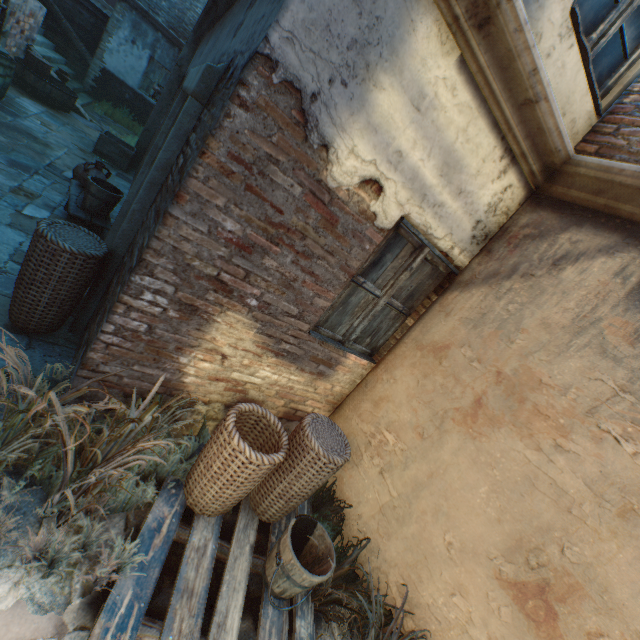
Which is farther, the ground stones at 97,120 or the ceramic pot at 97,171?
the ground stones at 97,120

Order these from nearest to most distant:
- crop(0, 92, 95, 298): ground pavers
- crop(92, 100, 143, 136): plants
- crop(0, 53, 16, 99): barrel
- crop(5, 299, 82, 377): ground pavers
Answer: crop(5, 299, 82, 377): ground pavers, crop(0, 92, 95, 298): ground pavers, crop(0, 53, 16, 99): barrel, crop(92, 100, 143, 136): plants

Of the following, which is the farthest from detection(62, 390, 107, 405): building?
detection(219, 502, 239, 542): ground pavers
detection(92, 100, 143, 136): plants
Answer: detection(92, 100, 143, 136): plants

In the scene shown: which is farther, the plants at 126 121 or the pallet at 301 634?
the plants at 126 121

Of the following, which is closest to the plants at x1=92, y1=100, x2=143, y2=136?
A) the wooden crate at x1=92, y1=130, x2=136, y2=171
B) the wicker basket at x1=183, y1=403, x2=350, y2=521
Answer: the wooden crate at x1=92, y1=130, x2=136, y2=171

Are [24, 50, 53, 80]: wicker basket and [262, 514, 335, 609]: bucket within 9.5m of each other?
no

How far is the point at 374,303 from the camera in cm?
317

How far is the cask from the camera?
8.3 meters
